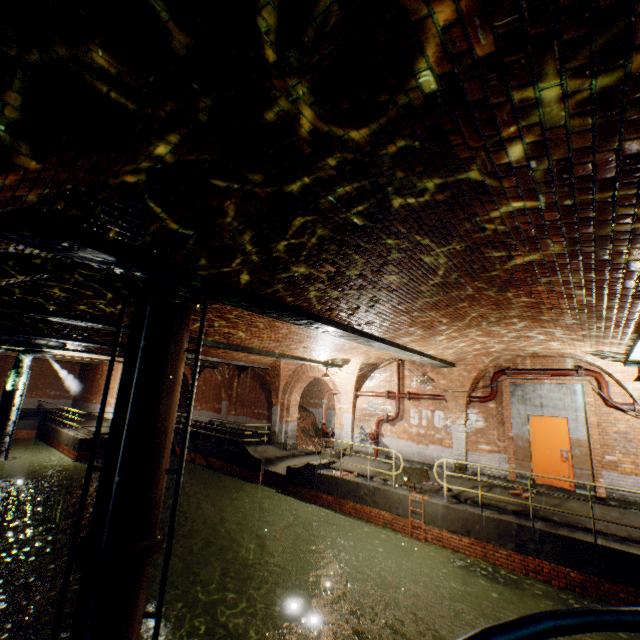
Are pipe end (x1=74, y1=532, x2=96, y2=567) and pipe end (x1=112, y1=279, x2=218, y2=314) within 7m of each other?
yes

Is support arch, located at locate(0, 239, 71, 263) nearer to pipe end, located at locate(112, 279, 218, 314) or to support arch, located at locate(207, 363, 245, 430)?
pipe end, located at locate(112, 279, 218, 314)

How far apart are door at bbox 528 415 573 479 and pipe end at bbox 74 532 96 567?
10.8 meters

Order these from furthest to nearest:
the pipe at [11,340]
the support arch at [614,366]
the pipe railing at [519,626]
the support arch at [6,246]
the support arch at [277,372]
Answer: the support arch at [277,372] < the pipe at [11,340] < the support arch at [614,366] < the support arch at [6,246] < the pipe railing at [519,626]

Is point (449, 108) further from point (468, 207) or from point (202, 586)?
point (202, 586)

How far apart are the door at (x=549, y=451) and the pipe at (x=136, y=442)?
10.9 meters

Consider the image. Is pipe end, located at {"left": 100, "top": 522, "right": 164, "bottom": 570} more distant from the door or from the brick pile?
the brick pile

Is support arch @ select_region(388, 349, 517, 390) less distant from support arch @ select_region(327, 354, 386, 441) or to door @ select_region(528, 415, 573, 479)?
support arch @ select_region(327, 354, 386, 441)
